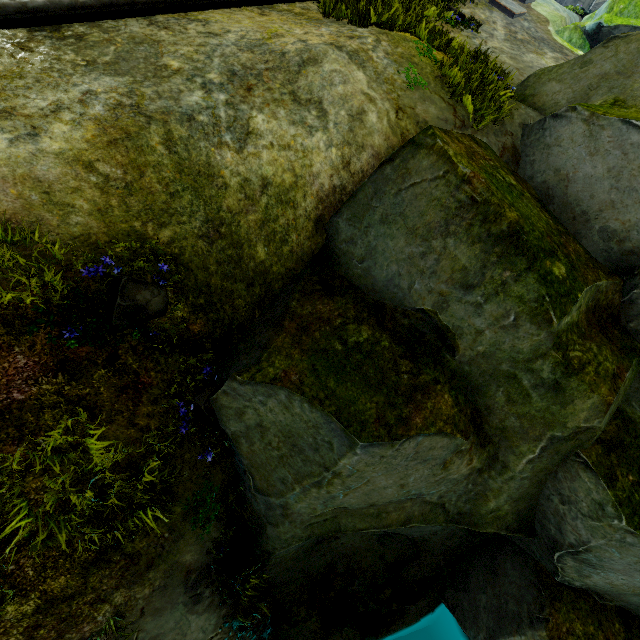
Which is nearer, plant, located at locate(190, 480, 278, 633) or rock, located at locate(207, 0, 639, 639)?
rock, located at locate(207, 0, 639, 639)

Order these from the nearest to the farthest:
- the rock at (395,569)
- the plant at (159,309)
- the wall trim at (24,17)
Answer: the plant at (159,309)
the rock at (395,569)
the wall trim at (24,17)

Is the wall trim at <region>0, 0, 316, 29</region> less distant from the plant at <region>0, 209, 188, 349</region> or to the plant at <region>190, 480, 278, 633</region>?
the plant at <region>0, 209, 188, 349</region>

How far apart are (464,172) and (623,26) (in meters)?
12.96

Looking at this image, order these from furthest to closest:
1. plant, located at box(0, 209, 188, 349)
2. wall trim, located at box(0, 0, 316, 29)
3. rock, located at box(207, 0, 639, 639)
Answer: wall trim, located at box(0, 0, 316, 29)
rock, located at box(207, 0, 639, 639)
plant, located at box(0, 209, 188, 349)

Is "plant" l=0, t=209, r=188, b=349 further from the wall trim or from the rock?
the wall trim

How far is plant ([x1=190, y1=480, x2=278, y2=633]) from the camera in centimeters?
452cm

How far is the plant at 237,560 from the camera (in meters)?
4.52
